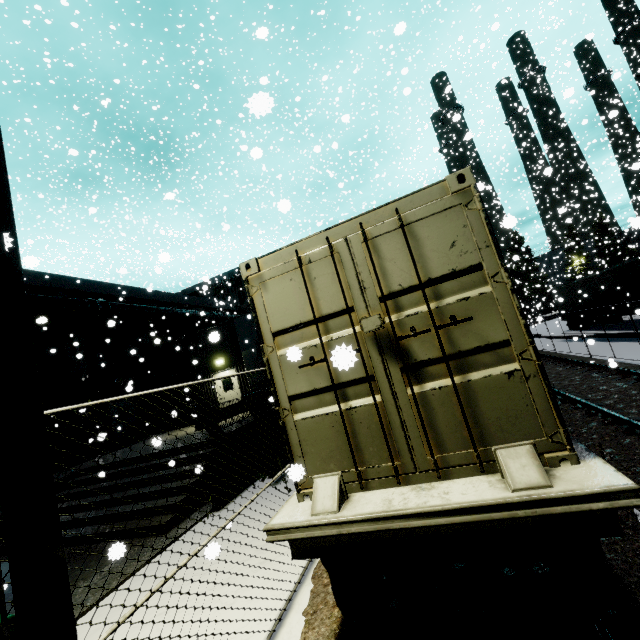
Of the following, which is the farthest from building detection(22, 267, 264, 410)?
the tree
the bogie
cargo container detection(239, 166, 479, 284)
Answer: the bogie

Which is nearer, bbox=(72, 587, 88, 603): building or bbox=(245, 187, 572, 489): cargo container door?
bbox=(245, 187, 572, 489): cargo container door

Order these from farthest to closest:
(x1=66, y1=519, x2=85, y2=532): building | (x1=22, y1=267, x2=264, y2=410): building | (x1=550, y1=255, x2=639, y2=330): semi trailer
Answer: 1. (x1=550, y1=255, x2=639, y2=330): semi trailer
2. (x1=22, y1=267, x2=264, y2=410): building
3. (x1=66, y1=519, x2=85, y2=532): building

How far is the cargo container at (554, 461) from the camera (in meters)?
2.55

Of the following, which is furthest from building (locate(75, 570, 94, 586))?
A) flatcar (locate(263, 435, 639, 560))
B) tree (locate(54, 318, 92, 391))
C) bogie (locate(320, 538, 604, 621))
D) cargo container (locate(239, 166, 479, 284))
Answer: A: bogie (locate(320, 538, 604, 621))

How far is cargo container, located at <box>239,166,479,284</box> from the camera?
2.9m

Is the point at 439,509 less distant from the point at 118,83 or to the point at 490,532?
the point at 490,532
